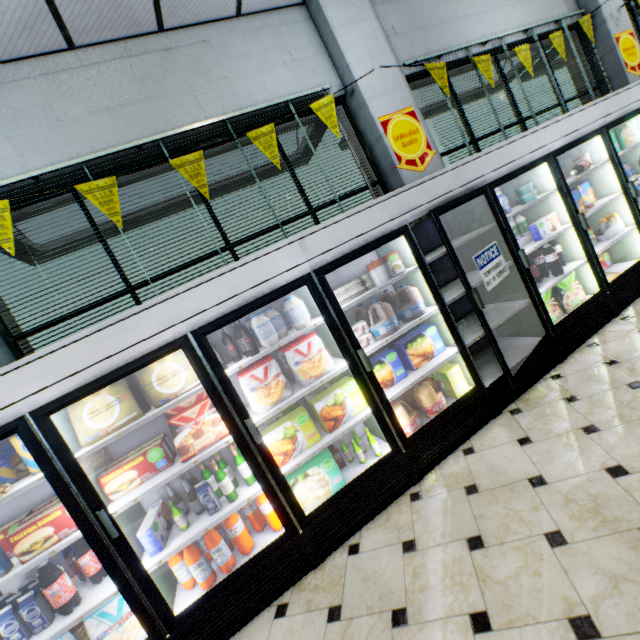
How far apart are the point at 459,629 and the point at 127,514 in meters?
2.3 m

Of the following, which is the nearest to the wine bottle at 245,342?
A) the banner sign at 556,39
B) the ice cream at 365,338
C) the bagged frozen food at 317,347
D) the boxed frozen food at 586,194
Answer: the bagged frozen food at 317,347

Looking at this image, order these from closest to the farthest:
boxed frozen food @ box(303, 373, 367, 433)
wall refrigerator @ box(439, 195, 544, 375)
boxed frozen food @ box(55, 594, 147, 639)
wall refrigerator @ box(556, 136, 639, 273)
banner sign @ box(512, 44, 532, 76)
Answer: boxed frozen food @ box(55, 594, 147, 639)
boxed frozen food @ box(303, 373, 367, 433)
wall refrigerator @ box(439, 195, 544, 375)
wall refrigerator @ box(556, 136, 639, 273)
banner sign @ box(512, 44, 532, 76)

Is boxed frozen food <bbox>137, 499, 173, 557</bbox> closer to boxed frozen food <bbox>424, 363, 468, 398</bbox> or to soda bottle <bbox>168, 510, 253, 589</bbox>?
soda bottle <bbox>168, 510, 253, 589</bbox>

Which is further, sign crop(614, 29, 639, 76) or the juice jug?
sign crop(614, 29, 639, 76)

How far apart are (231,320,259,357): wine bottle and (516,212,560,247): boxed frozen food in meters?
3.3 m

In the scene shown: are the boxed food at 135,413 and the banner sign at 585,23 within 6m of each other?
no

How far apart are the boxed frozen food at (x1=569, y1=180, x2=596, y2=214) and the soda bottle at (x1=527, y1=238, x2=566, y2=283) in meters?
0.9 m
